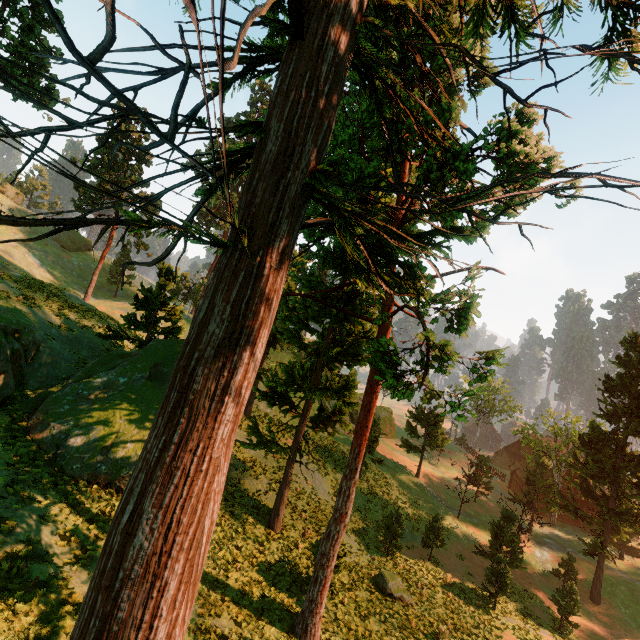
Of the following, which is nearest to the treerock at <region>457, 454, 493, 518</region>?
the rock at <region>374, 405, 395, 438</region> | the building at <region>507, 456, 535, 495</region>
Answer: the building at <region>507, 456, 535, 495</region>

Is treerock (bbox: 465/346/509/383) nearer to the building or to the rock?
the building

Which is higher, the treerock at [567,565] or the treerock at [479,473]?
the treerock at [479,473]

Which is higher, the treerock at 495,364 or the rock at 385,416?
the treerock at 495,364

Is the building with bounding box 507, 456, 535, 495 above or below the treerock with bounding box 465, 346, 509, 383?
below

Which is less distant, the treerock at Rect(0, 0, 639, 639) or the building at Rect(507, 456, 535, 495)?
the treerock at Rect(0, 0, 639, 639)

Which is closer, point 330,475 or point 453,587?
point 453,587

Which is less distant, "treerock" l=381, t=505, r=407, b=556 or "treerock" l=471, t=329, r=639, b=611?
"treerock" l=381, t=505, r=407, b=556
